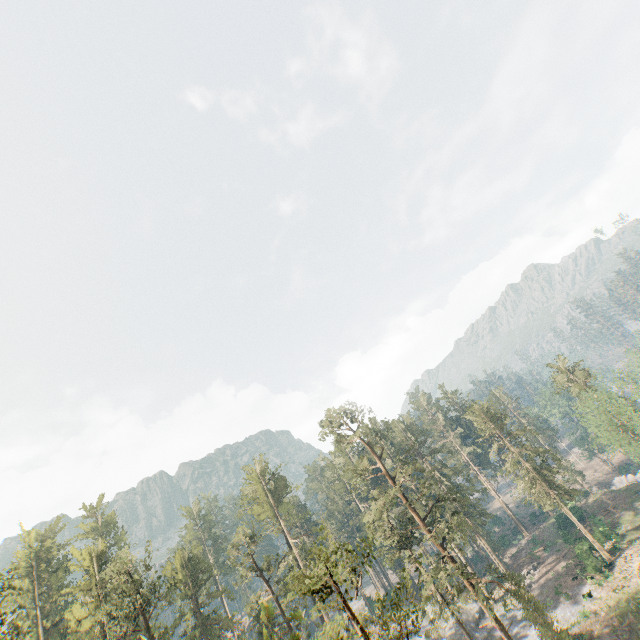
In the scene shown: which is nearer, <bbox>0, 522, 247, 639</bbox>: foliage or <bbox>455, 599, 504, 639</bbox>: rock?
<bbox>0, 522, 247, 639</bbox>: foliage

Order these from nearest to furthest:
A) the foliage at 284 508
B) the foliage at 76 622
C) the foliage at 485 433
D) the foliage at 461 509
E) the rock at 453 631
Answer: the foliage at 284 508
the foliage at 461 509
the foliage at 76 622
the rock at 453 631
the foliage at 485 433

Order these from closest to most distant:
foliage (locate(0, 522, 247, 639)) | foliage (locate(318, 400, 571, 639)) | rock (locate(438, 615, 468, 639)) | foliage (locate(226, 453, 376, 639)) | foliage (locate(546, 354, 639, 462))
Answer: foliage (locate(226, 453, 376, 639)) → foliage (locate(318, 400, 571, 639)) → foliage (locate(0, 522, 247, 639)) → foliage (locate(546, 354, 639, 462)) → rock (locate(438, 615, 468, 639))

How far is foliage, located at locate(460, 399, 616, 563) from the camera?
44.2m

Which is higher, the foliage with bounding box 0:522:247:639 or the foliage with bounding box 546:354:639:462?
the foliage with bounding box 0:522:247:639

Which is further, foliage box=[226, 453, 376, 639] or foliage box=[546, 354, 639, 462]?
foliage box=[546, 354, 639, 462]

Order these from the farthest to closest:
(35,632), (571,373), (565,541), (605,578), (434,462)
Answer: (571,373), (434,462), (565,541), (35,632), (605,578)

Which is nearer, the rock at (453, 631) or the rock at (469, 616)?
the rock at (469, 616)
